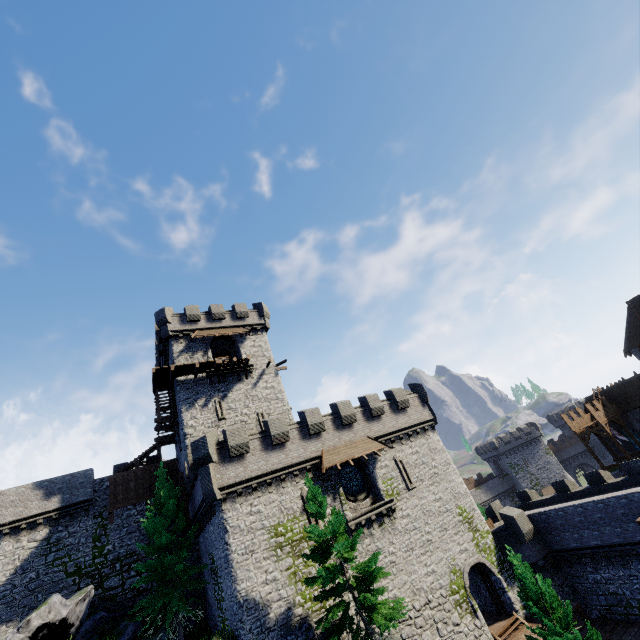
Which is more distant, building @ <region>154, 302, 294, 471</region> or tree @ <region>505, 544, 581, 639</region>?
building @ <region>154, 302, 294, 471</region>

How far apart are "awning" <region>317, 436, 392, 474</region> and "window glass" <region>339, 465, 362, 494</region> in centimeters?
132cm

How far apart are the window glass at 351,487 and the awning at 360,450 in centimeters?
132cm

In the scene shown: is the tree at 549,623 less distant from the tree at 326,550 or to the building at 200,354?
the tree at 326,550

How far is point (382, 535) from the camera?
22.2 meters

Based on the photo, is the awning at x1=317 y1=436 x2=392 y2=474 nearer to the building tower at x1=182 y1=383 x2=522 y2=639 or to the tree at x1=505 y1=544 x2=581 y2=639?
the building tower at x1=182 y1=383 x2=522 y2=639

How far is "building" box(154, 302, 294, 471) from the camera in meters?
28.1 m

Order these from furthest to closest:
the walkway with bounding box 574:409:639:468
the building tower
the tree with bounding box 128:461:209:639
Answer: the walkway with bounding box 574:409:639:468, the tree with bounding box 128:461:209:639, the building tower
